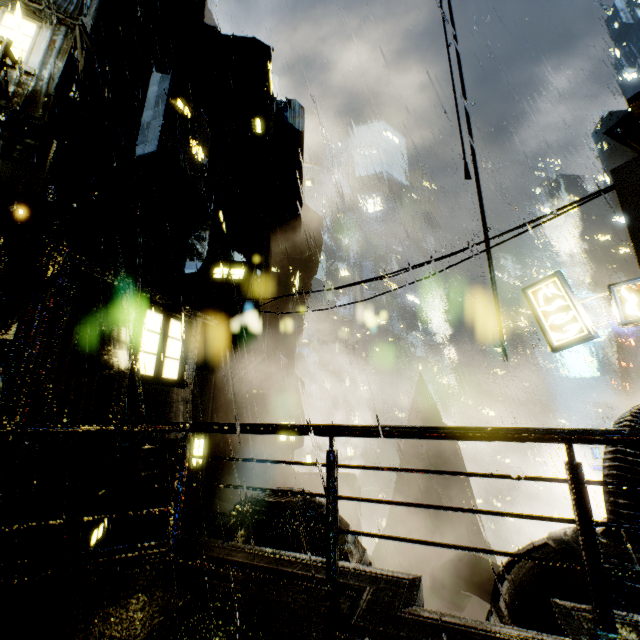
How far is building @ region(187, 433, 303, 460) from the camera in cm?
1645

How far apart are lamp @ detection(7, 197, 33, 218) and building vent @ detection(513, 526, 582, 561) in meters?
13.1 m

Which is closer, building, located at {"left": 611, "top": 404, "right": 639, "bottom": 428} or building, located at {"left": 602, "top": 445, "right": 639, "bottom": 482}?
building, located at {"left": 602, "top": 445, "right": 639, "bottom": 482}

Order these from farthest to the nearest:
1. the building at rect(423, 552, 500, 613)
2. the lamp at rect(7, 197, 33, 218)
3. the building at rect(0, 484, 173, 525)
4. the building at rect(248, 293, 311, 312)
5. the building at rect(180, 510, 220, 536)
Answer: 1. the building at rect(248, 293, 311, 312)
2. the building at rect(423, 552, 500, 613)
3. the lamp at rect(7, 197, 33, 218)
4. the building at rect(0, 484, 173, 525)
5. the building at rect(180, 510, 220, 536)

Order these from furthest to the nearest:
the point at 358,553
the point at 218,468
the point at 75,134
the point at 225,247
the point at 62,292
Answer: the point at 218,468
the point at 225,247
the point at 358,553
the point at 75,134
the point at 62,292

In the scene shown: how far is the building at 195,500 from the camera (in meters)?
14.88

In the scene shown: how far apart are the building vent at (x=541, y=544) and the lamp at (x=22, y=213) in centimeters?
1309cm
